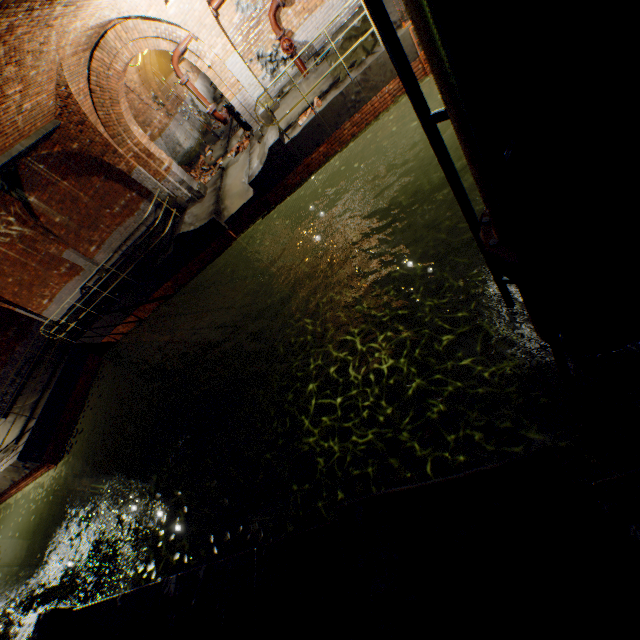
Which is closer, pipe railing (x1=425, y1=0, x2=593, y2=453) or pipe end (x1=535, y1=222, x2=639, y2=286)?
pipe railing (x1=425, y1=0, x2=593, y2=453)

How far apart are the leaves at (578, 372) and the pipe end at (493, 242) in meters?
1.4 m

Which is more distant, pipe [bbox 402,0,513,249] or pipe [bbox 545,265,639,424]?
pipe [bbox 545,265,639,424]

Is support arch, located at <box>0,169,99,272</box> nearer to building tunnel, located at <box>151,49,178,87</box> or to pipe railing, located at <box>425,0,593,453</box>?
building tunnel, located at <box>151,49,178,87</box>

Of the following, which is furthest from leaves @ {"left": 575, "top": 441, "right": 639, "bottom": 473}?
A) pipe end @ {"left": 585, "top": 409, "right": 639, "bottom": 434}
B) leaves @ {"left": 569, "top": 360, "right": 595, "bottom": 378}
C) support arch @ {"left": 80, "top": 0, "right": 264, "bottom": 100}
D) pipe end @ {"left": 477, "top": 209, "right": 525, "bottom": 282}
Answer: support arch @ {"left": 80, "top": 0, "right": 264, "bottom": 100}

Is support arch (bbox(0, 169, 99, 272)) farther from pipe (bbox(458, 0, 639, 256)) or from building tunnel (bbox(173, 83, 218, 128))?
pipe (bbox(458, 0, 639, 256))

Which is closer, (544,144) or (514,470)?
(544,144)

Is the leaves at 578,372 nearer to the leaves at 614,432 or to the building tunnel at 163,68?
the leaves at 614,432
